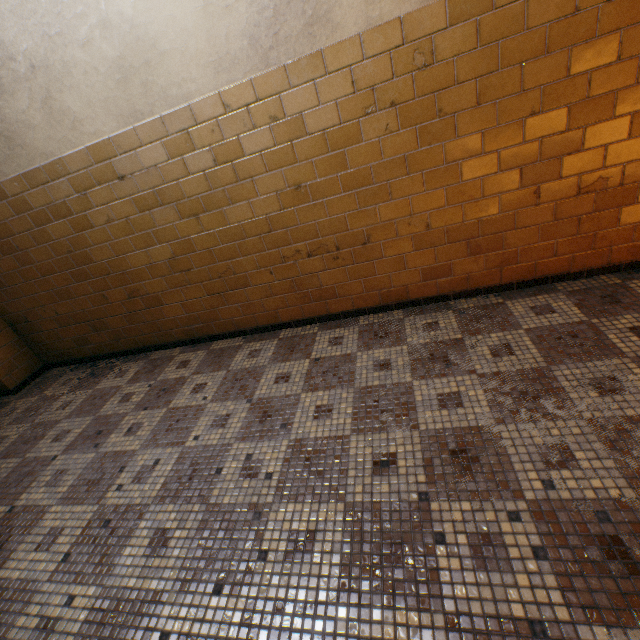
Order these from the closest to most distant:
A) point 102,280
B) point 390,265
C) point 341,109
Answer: point 341,109
point 390,265
point 102,280
